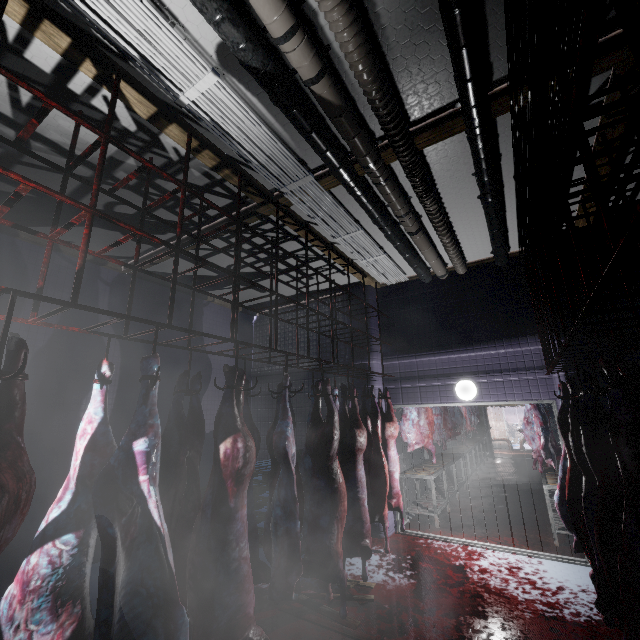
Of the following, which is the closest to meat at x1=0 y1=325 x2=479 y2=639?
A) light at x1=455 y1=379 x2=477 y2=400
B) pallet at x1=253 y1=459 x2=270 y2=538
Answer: pallet at x1=253 y1=459 x2=270 y2=538

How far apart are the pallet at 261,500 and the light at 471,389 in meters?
3.1

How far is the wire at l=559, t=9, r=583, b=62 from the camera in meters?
2.0 m

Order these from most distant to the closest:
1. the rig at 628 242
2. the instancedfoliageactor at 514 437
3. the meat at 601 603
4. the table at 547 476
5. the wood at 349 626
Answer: the instancedfoliageactor at 514 437
the table at 547 476
the wood at 349 626
the meat at 601 603
the rig at 628 242

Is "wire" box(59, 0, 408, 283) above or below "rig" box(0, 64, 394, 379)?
Answer: above

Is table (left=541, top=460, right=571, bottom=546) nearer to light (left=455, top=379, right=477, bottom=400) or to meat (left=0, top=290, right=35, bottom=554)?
light (left=455, top=379, right=477, bottom=400)

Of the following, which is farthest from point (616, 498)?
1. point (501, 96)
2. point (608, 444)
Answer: point (501, 96)

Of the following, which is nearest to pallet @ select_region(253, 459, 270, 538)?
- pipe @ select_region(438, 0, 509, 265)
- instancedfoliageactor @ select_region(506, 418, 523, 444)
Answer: pipe @ select_region(438, 0, 509, 265)
